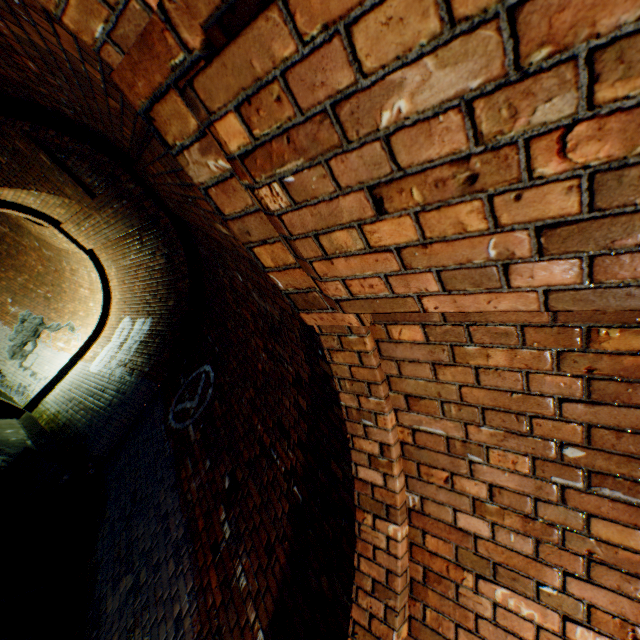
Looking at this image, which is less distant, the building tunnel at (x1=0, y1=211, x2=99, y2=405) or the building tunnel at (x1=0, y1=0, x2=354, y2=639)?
the building tunnel at (x1=0, y1=0, x2=354, y2=639)

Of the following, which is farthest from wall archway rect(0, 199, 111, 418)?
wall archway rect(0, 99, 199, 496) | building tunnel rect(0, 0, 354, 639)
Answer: wall archway rect(0, 99, 199, 496)

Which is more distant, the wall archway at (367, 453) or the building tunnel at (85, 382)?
the building tunnel at (85, 382)

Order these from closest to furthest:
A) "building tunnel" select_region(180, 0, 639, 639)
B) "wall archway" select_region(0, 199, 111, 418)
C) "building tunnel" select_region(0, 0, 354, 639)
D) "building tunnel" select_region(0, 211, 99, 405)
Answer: "building tunnel" select_region(180, 0, 639, 639), "building tunnel" select_region(0, 0, 354, 639), "wall archway" select_region(0, 199, 111, 418), "building tunnel" select_region(0, 211, 99, 405)

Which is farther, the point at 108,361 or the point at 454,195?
the point at 108,361

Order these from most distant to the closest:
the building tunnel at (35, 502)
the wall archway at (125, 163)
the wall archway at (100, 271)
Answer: the wall archway at (100, 271), the wall archway at (125, 163), the building tunnel at (35, 502)
